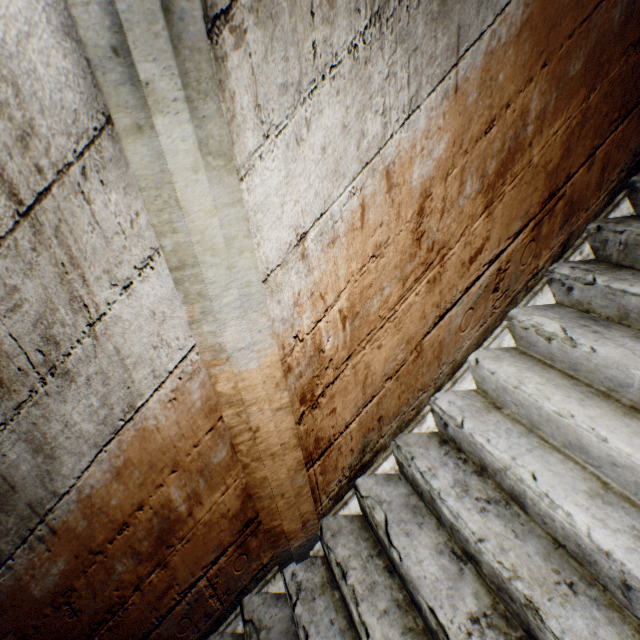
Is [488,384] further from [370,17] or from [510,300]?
[370,17]
